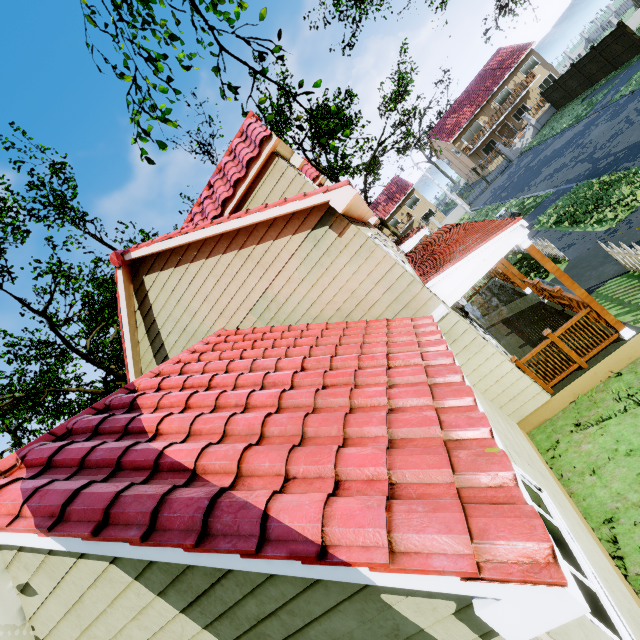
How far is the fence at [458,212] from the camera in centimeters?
3622cm

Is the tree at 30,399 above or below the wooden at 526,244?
above

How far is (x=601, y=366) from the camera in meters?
6.3

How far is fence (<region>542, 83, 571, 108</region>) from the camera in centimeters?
2990cm

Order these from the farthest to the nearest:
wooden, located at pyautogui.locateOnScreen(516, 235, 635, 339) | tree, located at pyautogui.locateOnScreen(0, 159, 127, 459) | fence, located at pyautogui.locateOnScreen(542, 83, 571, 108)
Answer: fence, located at pyautogui.locateOnScreen(542, 83, 571, 108) < tree, located at pyautogui.locateOnScreen(0, 159, 127, 459) < wooden, located at pyautogui.locateOnScreen(516, 235, 635, 339)

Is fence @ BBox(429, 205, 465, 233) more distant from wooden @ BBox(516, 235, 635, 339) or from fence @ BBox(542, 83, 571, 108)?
wooden @ BBox(516, 235, 635, 339)

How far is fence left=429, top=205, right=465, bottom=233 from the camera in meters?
36.2 m
